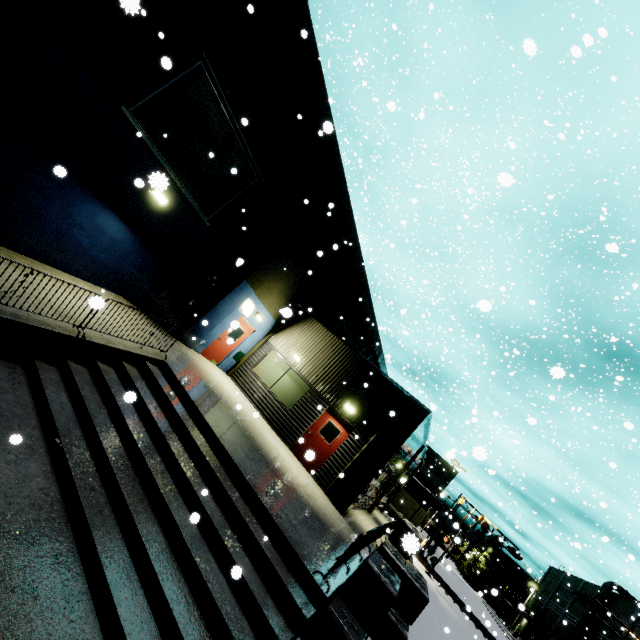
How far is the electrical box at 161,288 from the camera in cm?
1099

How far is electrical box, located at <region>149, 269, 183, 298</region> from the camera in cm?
1099

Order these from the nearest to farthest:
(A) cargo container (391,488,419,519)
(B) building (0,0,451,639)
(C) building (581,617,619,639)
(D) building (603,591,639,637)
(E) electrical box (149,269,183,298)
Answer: (B) building (0,0,451,639)
(E) electrical box (149,269,183,298)
(D) building (603,591,639,637)
(A) cargo container (391,488,419,519)
(C) building (581,617,619,639)

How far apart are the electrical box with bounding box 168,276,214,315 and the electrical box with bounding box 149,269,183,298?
0.4m

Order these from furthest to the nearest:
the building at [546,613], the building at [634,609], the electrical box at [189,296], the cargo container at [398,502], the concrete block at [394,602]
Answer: the building at [546,613] → the cargo container at [398,502] → the building at [634,609] → the electrical box at [189,296] → the concrete block at [394,602]

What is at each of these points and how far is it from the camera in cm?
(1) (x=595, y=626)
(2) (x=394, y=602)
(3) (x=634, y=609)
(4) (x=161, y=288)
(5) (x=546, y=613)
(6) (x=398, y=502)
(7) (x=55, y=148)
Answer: (1) building, 4331
(2) concrete block, 714
(3) building, 3962
(4) electrical box, 1110
(5) building, 5544
(6) cargo container, 3956
(7) building, 754

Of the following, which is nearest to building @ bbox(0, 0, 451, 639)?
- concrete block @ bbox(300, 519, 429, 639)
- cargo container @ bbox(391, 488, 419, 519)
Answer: concrete block @ bbox(300, 519, 429, 639)

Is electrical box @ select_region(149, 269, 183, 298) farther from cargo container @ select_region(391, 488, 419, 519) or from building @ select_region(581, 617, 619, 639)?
cargo container @ select_region(391, 488, 419, 519)
